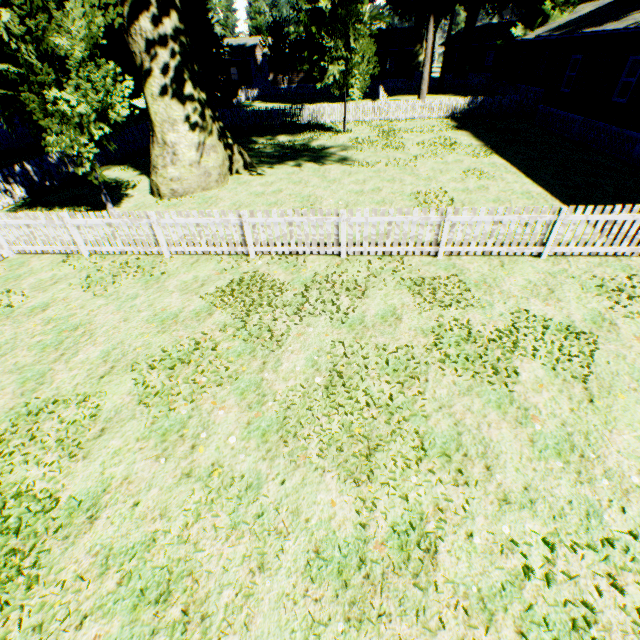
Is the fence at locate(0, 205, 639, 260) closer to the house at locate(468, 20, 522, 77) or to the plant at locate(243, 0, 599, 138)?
the plant at locate(243, 0, 599, 138)

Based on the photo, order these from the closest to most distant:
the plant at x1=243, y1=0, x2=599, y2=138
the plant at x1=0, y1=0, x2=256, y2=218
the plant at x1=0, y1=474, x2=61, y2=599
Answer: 1. the plant at x1=0, y1=474, x2=61, y2=599
2. the plant at x1=0, y1=0, x2=256, y2=218
3. the plant at x1=243, y1=0, x2=599, y2=138

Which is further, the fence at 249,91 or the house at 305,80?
the house at 305,80

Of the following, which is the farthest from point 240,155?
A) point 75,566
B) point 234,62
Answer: point 234,62

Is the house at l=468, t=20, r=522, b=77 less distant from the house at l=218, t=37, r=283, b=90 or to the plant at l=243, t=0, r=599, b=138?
the plant at l=243, t=0, r=599, b=138

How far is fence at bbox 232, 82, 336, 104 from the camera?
40.7 meters

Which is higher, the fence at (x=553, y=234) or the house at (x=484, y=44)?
the house at (x=484, y=44)

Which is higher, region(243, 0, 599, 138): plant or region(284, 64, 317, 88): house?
region(243, 0, 599, 138): plant
